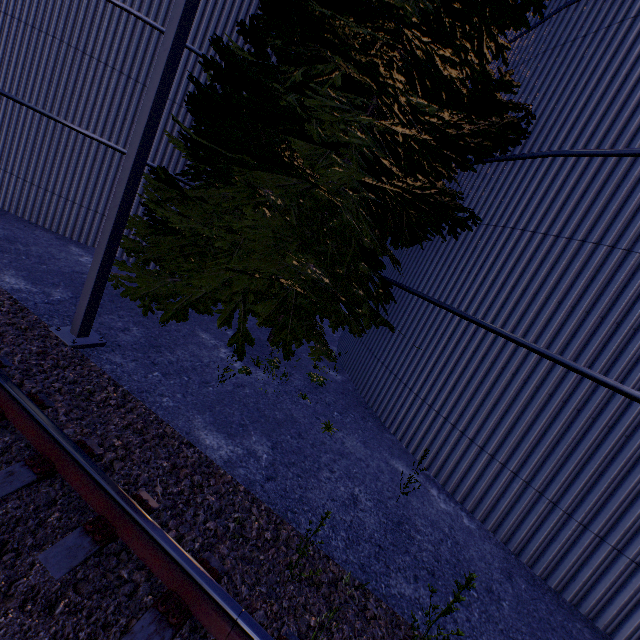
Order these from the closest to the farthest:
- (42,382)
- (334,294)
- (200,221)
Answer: (42,382) → (334,294) → (200,221)

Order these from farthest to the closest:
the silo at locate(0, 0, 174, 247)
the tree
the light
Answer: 1. the silo at locate(0, 0, 174, 247)
2. the tree
3. the light

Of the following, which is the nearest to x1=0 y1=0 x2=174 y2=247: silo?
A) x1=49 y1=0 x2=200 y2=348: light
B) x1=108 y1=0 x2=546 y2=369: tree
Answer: x1=108 y1=0 x2=546 y2=369: tree

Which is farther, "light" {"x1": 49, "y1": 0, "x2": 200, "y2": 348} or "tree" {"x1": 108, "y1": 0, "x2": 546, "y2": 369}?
"tree" {"x1": 108, "y1": 0, "x2": 546, "y2": 369}

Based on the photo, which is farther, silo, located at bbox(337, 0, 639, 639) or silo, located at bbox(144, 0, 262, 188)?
silo, located at bbox(144, 0, 262, 188)

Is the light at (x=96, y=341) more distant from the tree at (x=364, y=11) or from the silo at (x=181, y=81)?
the silo at (x=181, y=81)

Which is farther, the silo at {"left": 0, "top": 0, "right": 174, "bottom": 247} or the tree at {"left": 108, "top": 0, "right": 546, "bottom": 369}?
the silo at {"left": 0, "top": 0, "right": 174, "bottom": 247}
